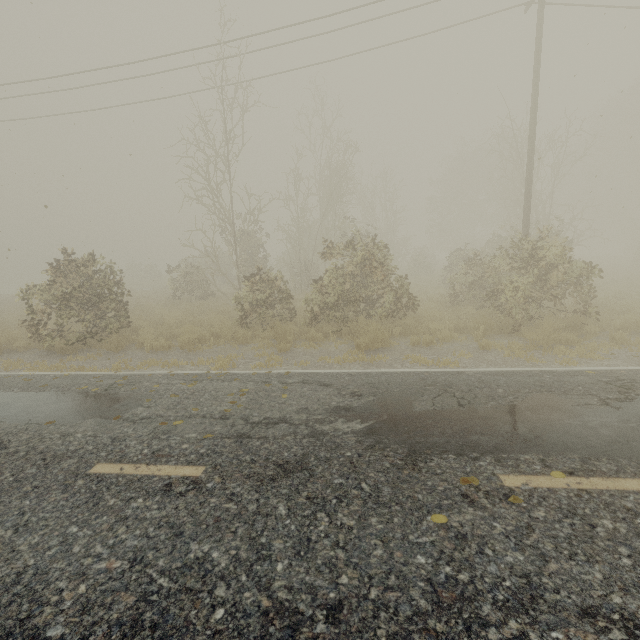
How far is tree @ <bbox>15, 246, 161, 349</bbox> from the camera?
10.12m

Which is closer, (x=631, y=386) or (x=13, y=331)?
(x=631, y=386)

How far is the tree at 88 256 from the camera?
10.1 meters
